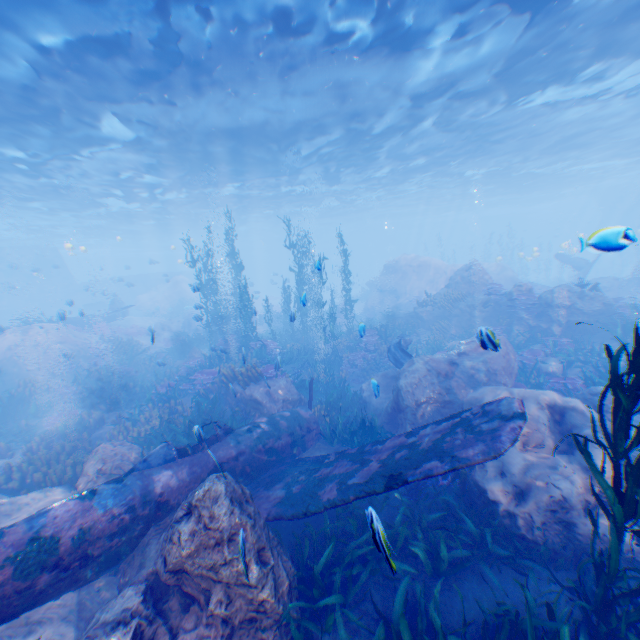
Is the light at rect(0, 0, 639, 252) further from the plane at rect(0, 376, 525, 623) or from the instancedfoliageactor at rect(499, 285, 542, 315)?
the plane at rect(0, 376, 525, 623)

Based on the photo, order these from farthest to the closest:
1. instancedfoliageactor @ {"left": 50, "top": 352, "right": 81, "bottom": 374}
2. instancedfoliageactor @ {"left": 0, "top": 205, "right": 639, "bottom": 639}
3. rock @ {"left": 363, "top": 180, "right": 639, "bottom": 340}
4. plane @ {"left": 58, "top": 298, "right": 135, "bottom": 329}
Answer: plane @ {"left": 58, "top": 298, "right": 135, "bottom": 329}
instancedfoliageactor @ {"left": 50, "top": 352, "right": 81, "bottom": 374}
rock @ {"left": 363, "top": 180, "right": 639, "bottom": 340}
instancedfoliageactor @ {"left": 0, "top": 205, "right": 639, "bottom": 639}

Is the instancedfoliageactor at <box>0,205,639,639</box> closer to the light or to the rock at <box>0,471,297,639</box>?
the rock at <box>0,471,297,639</box>

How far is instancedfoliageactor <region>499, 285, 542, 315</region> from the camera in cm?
1535

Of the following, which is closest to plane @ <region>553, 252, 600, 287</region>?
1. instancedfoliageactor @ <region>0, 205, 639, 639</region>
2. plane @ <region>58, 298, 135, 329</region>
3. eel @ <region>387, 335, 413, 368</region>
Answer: instancedfoliageactor @ <region>0, 205, 639, 639</region>

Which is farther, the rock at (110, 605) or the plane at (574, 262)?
the plane at (574, 262)

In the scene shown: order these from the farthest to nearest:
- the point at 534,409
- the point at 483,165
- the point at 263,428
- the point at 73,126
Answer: the point at 483,165 < the point at 73,126 < the point at 263,428 < the point at 534,409

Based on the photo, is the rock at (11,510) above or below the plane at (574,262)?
below
